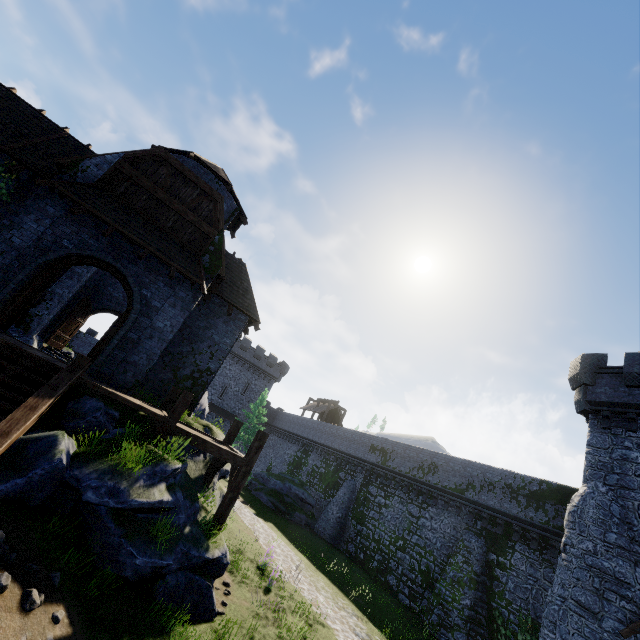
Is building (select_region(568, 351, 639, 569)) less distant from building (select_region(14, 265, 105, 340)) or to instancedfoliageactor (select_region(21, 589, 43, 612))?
building (select_region(14, 265, 105, 340))

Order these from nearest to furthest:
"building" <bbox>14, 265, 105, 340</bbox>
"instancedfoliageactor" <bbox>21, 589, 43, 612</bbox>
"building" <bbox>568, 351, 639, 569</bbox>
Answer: "instancedfoliageactor" <bbox>21, 589, 43, 612</bbox>, "building" <bbox>568, 351, 639, 569</bbox>, "building" <bbox>14, 265, 105, 340</bbox>

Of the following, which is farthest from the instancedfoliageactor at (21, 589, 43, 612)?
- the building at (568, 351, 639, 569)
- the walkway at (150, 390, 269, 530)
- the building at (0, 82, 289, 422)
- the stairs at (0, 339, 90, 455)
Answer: the building at (568, 351, 639, 569)

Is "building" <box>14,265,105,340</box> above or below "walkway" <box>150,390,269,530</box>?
above

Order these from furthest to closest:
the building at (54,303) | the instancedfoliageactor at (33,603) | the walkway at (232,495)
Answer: the building at (54,303), the walkway at (232,495), the instancedfoliageactor at (33,603)

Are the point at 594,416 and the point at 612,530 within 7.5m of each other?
yes

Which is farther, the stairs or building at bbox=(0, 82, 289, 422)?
building at bbox=(0, 82, 289, 422)

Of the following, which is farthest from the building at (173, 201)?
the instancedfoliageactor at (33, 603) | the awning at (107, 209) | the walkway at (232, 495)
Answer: the instancedfoliageactor at (33, 603)
